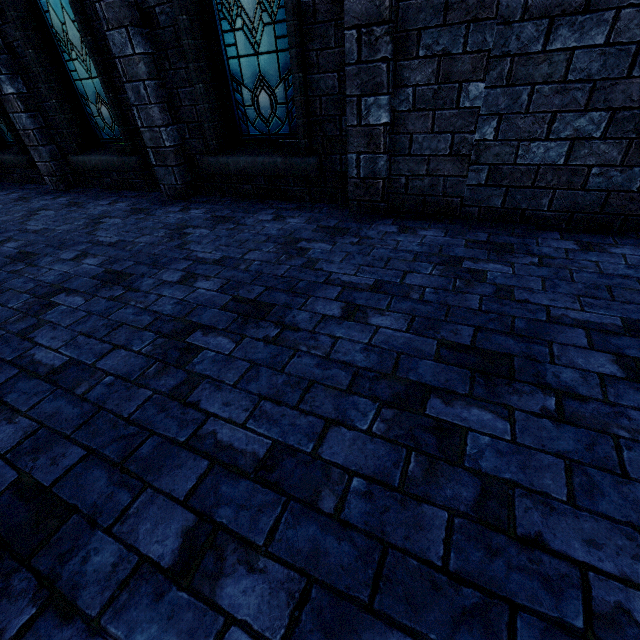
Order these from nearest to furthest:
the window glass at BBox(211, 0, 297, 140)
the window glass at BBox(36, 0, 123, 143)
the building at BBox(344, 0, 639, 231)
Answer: the building at BBox(344, 0, 639, 231)
the window glass at BBox(211, 0, 297, 140)
the window glass at BBox(36, 0, 123, 143)

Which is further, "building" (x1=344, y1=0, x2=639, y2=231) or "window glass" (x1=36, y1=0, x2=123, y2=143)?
"window glass" (x1=36, y1=0, x2=123, y2=143)

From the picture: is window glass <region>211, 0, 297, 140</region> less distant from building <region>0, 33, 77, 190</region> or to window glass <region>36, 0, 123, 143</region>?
building <region>0, 33, 77, 190</region>

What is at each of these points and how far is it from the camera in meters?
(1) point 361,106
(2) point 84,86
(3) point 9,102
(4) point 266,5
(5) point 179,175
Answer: (1) building, 3.1
(2) window glass, 5.0
(3) building, 5.1
(4) window glass, 3.4
(5) building, 4.6

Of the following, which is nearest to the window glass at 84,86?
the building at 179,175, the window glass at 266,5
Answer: the building at 179,175

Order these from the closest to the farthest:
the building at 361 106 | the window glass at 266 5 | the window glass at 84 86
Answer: the building at 361 106 → the window glass at 266 5 → the window glass at 84 86
